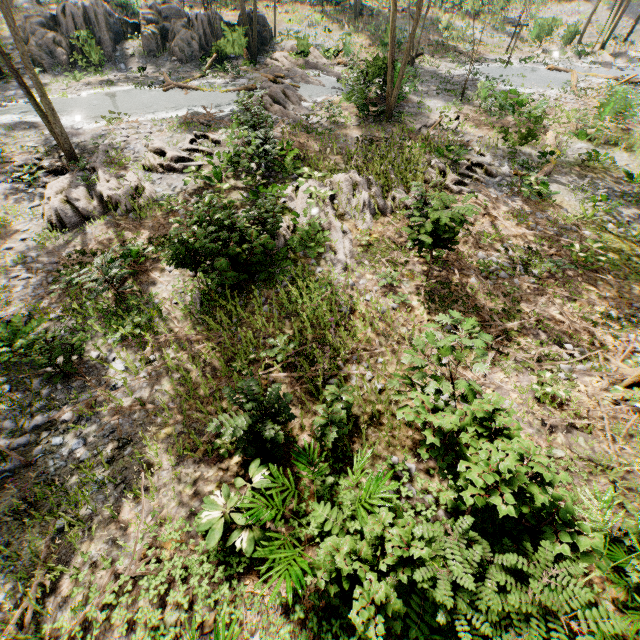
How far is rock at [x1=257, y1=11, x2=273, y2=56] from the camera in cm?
2623

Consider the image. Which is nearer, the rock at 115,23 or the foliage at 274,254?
the foliage at 274,254

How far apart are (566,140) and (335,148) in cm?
1307

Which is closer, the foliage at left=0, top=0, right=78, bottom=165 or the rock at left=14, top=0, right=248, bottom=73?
the foliage at left=0, top=0, right=78, bottom=165

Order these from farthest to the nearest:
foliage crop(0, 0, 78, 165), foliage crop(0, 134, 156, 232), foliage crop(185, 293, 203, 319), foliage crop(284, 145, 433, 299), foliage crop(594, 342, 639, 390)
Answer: foliage crop(0, 134, 156, 232) → foliage crop(0, 0, 78, 165) → foliage crop(284, 145, 433, 299) → foliage crop(185, 293, 203, 319) → foliage crop(594, 342, 639, 390)

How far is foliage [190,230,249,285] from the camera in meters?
8.6

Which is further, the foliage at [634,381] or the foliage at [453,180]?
the foliage at [453,180]
